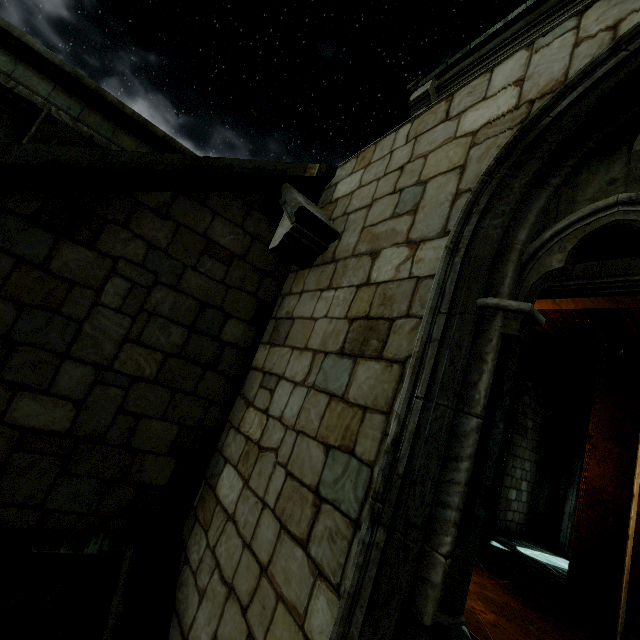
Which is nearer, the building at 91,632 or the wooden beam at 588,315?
the building at 91,632

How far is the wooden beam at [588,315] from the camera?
5.65m

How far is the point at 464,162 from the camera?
2.7 meters

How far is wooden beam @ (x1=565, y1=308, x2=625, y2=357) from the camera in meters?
5.7

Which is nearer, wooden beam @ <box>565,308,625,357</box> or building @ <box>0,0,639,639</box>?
building @ <box>0,0,639,639</box>
